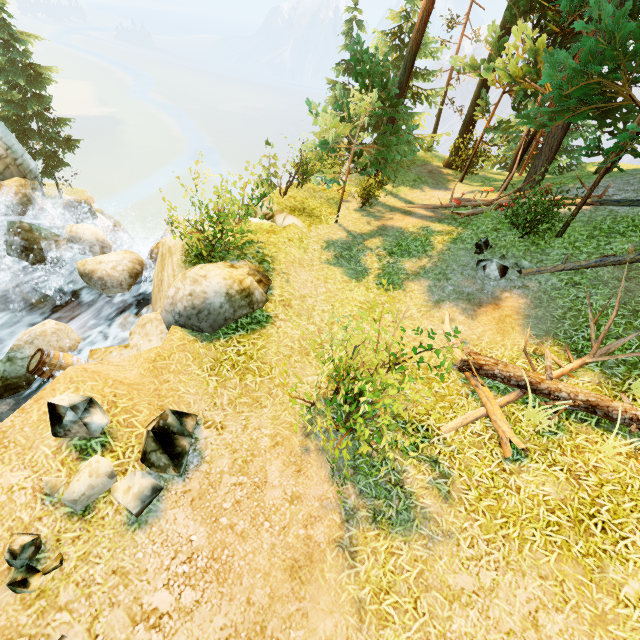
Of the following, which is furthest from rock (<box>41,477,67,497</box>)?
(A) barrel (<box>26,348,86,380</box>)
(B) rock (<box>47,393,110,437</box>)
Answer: (A) barrel (<box>26,348,86,380</box>)

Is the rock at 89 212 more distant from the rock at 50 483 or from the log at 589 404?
the log at 589 404

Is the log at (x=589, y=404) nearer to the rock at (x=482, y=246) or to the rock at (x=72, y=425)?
the rock at (x=482, y=246)

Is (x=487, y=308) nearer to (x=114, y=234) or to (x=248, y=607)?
(x=248, y=607)

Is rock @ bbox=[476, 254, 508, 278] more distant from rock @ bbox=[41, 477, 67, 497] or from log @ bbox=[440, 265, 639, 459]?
rock @ bbox=[41, 477, 67, 497]

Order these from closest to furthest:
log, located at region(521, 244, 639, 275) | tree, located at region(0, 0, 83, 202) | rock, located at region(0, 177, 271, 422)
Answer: rock, located at region(0, 177, 271, 422) < log, located at region(521, 244, 639, 275) < tree, located at region(0, 0, 83, 202)

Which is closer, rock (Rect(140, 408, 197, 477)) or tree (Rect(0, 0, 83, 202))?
rock (Rect(140, 408, 197, 477))

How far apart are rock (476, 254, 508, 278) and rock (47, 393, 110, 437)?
9.72m
